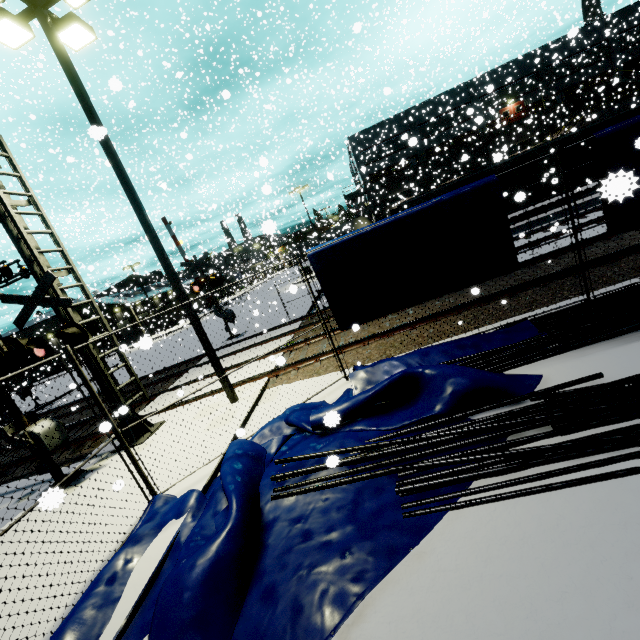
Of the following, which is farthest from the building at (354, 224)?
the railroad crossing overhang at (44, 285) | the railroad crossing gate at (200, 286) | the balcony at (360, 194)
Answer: the railroad crossing gate at (200, 286)

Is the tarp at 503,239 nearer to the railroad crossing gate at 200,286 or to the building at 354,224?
the building at 354,224

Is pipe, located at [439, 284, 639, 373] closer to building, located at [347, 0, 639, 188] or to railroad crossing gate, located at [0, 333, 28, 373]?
building, located at [347, 0, 639, 188]

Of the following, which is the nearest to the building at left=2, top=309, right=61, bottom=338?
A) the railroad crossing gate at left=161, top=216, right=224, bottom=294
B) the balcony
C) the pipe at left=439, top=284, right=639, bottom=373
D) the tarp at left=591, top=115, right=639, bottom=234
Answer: the balcony

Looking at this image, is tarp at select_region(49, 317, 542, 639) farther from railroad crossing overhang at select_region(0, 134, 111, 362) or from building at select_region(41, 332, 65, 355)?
railroad crossing overhang at select_region(0, 134, 111, 362)

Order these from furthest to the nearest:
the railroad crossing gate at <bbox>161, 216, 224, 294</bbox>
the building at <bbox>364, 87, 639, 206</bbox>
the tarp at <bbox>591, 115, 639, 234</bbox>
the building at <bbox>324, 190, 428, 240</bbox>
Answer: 1. the building at <bbox>324, 190, 428, 240</bbox>
2. the building at <bbox>364, 87, 639, 206</bbox>
3. the railroad crossing gate at <bbox>161, 216, 224, 294</bbox>
4. the tarp at <bbox>591, 115, 639, 234</bbox>

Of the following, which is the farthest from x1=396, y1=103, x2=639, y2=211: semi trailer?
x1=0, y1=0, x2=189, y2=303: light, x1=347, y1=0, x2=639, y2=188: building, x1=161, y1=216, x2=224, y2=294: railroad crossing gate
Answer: x1=161, y1=216, x2=224, y2=294: railroad crossing gate

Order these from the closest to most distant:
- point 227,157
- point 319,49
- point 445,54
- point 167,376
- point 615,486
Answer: point 615,486, point 167,376, point 319,49, point 445,54, point 227,157
